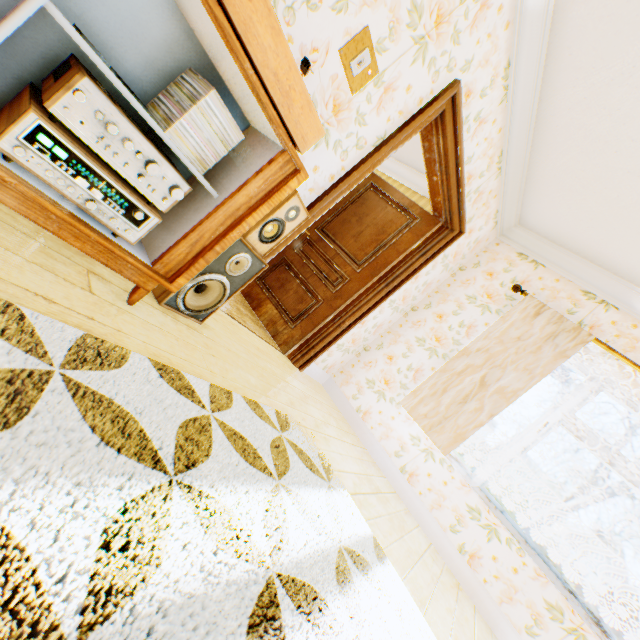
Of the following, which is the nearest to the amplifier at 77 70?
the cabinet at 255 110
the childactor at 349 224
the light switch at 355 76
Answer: the cabinet at 255 110

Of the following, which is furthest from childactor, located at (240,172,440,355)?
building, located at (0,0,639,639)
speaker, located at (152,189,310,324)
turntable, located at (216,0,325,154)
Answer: turntable, located at (216,0,325,154)

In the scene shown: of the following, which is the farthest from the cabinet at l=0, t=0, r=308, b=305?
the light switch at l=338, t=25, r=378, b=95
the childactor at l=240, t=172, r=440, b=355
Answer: the childactor at l=240, t=172, r=440, b=355

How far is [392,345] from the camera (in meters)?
4.07

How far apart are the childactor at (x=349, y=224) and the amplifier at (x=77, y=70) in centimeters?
237cm

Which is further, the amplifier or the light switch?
the light switch

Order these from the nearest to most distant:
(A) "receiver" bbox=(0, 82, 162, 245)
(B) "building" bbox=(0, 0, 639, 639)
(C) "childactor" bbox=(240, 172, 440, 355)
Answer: (A) "receiver" bbox=(0, 82, 162, 245) → (B) "building" bbox=(0, 0, 639, 639) → (C) "childactor" bbox=(240, 172, 440, 355)

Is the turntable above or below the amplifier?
above
